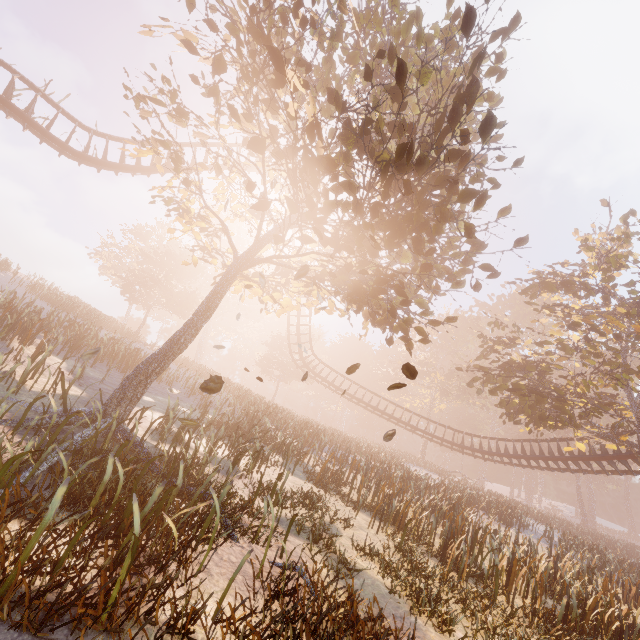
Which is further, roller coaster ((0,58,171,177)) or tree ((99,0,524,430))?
roller coaster ((0,58,171,177))

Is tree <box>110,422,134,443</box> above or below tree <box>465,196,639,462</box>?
below

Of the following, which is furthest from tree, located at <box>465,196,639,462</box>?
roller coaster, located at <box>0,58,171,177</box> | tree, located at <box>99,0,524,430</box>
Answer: tree, located at <box>99,0,524,430</box>

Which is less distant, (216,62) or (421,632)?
(421,632)

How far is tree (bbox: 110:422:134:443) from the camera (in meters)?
7.07

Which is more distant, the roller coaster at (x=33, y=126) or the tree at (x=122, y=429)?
the roller coaster at (x=33, y=126)

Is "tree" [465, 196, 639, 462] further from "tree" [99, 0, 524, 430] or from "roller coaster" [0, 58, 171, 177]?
"tree" [99, 0, 524, 430]

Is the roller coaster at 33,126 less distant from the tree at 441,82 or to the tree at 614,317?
the tree at 614,317
